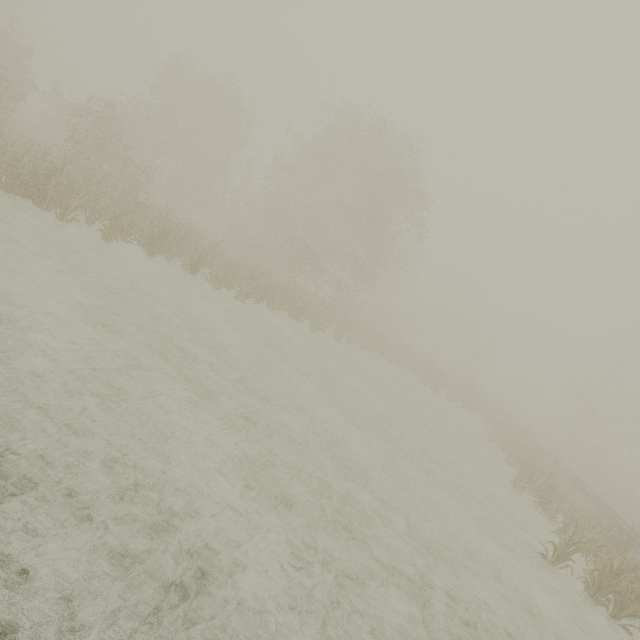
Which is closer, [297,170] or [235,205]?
[297,170]
